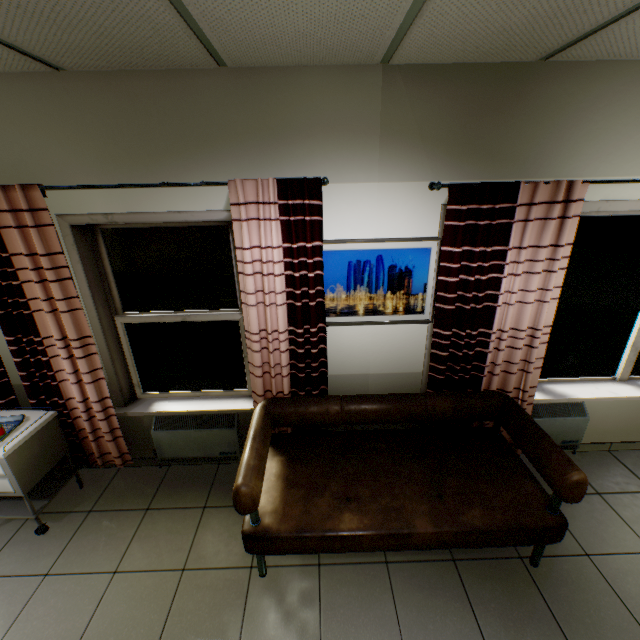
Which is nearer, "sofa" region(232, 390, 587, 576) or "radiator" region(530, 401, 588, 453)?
"sofa" region(232, 390, 587, 576)

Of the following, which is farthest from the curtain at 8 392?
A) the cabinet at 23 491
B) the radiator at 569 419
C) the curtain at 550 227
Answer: the radiator at 569 419

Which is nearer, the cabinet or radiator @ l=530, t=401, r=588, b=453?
the cabinet

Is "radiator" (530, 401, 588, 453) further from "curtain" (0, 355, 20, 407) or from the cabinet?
the cabinet

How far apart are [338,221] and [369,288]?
0.59m

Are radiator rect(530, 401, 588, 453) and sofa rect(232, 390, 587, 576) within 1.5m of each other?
yes

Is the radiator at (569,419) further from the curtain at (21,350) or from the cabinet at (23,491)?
the cabinet at (23,491)

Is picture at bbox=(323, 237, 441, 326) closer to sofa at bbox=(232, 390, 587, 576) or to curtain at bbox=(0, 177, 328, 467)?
curtain at bbox=(0, 177, 328, 467)
